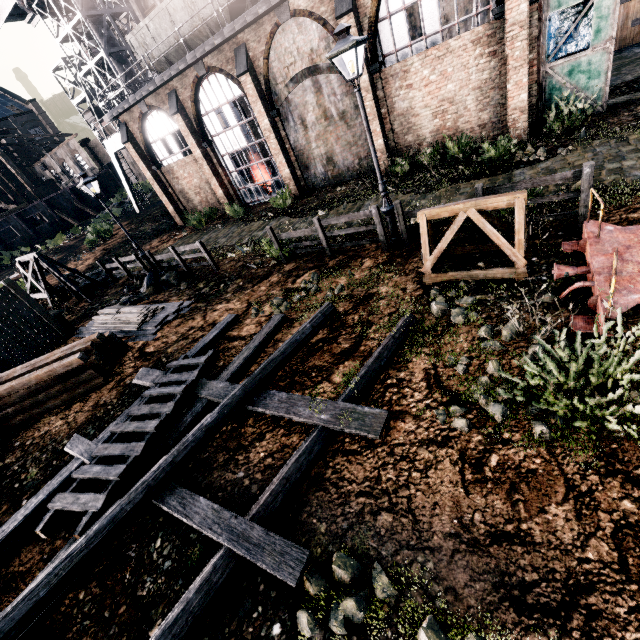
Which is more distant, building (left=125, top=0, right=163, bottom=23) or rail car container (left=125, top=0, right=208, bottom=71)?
building (left=125, top=0, right=163, bottom=23)

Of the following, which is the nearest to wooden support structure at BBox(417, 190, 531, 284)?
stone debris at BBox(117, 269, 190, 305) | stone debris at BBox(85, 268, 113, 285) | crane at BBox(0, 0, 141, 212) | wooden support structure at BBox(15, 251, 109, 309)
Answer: stone debris at BBox(117, 269, 190, 305)

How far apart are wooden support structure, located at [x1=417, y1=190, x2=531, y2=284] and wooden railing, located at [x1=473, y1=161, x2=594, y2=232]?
0.69m

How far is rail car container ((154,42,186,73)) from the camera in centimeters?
1906cm

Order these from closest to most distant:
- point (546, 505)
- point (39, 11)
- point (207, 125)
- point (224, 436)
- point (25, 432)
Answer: point (546, 505) → point (224, 436) → point (25, 432) → point (207, 125) → point (39, 11)

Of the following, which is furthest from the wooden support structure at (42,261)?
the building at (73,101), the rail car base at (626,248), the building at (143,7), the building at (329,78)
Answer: the building at (143,7)

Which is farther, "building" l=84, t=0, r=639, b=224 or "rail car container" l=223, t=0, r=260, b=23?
"rail car container" l=223, t=0, r=260, b=23

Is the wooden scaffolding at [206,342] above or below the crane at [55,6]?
below
